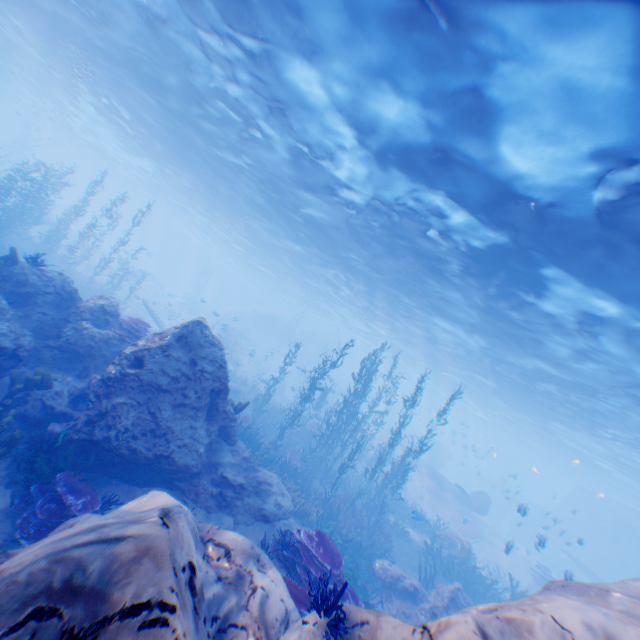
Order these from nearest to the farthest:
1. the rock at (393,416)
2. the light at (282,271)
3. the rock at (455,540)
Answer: the light at (282,271) < the rock at (455,540) < the rock at (393,416)

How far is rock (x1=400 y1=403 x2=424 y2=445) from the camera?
41.9 meters

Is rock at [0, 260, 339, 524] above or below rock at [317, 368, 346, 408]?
below

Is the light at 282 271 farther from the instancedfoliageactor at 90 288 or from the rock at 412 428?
the instancedfoliageactor at 90 288

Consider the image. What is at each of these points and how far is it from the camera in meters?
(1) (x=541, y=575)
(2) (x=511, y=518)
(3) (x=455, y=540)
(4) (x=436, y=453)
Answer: (1) instancedfoliageactor, 19.8 m
(2) submarine, 47.8 m
(3) rock, 17.2 m
(4) rock, 42.2 m

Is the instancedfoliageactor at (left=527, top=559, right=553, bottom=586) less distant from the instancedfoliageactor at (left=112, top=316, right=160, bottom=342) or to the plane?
the instancedfoliageactor at (left=112, top=316, right=160, bottom=342)

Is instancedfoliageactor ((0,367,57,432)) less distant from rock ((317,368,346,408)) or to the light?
rock ((317,368,346,408))
